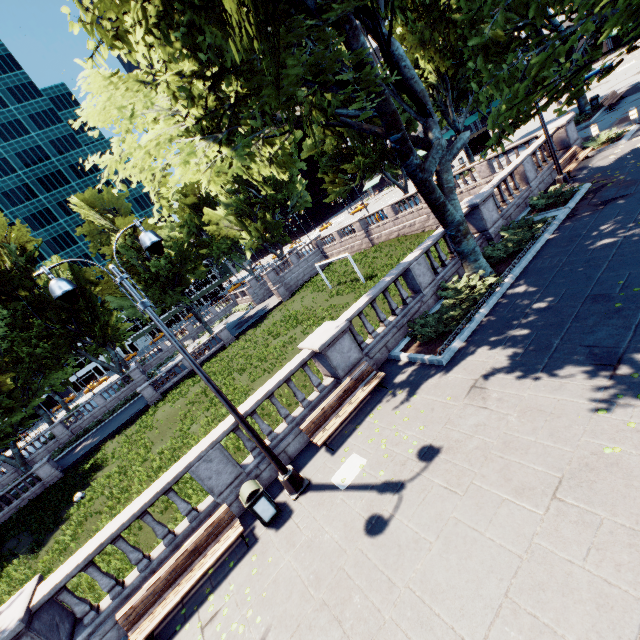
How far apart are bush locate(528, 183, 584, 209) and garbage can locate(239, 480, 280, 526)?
16.3m

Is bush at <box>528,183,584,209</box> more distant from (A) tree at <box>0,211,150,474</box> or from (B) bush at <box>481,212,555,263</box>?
(A) tree at <box>0,211,150,474</box>

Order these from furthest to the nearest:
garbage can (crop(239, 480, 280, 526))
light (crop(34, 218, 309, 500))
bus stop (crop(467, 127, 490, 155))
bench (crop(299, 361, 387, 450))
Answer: bus stop (crop(467, 127, 490, 155))
bench (crop(299, 361, 387, 450))
garbage can (crop(239, 480, 280, 526))
light (crop(34, 218, 309, 500))

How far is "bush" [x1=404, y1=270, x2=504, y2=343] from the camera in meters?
10.7 m

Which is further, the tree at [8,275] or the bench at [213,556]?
the tree at [8,275]

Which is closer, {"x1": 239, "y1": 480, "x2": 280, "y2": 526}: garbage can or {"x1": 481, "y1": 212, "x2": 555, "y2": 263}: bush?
{"x1": 239, "y1": 480, "x2": 280, "y2": 526}: garbage can

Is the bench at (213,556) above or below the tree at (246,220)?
below

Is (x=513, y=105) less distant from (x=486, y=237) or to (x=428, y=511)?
(x=428, y=511)
